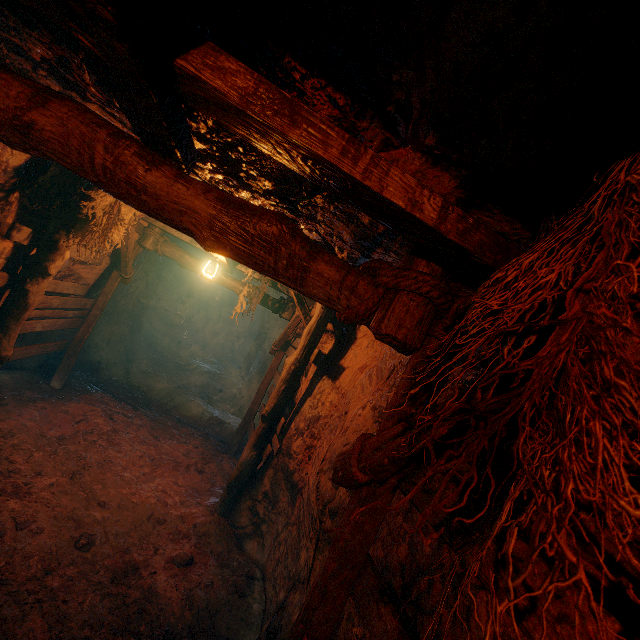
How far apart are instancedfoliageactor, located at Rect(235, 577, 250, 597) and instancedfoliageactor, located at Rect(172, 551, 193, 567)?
0.7m

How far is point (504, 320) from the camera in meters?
1.1

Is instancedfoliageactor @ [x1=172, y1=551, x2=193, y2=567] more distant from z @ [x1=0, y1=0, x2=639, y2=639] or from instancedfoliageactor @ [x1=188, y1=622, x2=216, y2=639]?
instancedfoliageactor @ [x1=188, y1=622, x2=216, y2=639]

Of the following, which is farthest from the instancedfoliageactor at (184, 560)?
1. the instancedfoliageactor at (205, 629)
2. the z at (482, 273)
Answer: the instancedfoliageactor at (205, 629)

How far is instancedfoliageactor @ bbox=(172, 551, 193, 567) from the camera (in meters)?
4.09

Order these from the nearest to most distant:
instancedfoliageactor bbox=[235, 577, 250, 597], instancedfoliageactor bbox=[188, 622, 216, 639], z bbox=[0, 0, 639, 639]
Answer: z bbox=[0, 0, 639, 639] → instancedfoliageactor bbox=[188, 622, 216, 639] → instancedfoliageactor bbox=[235, 577, 250, 597]

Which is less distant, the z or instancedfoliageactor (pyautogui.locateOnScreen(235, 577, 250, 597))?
the z

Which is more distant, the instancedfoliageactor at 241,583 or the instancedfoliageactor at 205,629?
the instancedfoliageactor at 241,583
